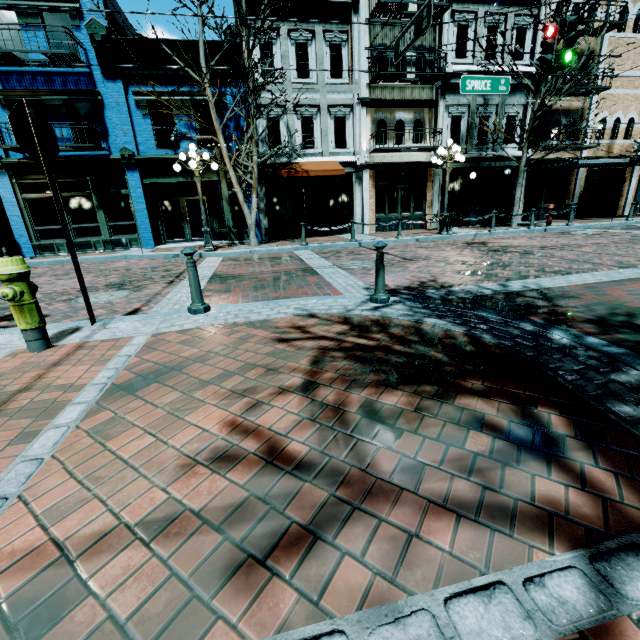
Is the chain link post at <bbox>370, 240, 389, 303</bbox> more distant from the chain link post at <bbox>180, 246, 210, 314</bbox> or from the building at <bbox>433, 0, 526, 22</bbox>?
the building at <bbox>433, 0, 526, 22</bbox>

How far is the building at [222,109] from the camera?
14.07m

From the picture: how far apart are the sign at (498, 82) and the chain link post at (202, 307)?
10.20m

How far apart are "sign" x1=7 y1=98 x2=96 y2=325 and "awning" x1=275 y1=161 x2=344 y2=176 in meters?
11.3 m

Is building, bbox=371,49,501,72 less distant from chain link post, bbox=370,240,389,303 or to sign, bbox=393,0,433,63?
sign, bbox=393,0,433,63

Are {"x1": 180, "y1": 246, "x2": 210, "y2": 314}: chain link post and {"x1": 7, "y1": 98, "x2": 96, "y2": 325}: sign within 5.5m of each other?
yes

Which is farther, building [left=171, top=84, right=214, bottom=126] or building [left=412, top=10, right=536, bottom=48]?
building [left=412, top=10, right=536, bottom=48]

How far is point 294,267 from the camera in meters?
8.4 m
